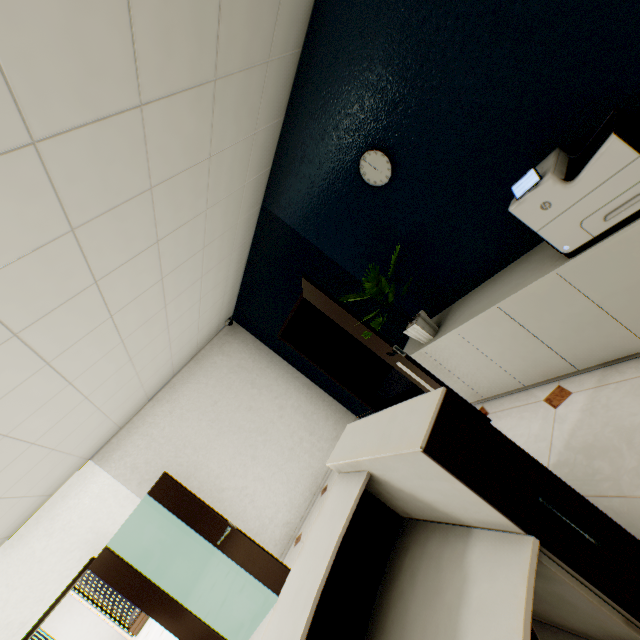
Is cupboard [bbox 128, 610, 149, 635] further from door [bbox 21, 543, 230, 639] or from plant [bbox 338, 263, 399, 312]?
plant [bbox 338, 263, 399, 312]

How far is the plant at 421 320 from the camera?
2.89m

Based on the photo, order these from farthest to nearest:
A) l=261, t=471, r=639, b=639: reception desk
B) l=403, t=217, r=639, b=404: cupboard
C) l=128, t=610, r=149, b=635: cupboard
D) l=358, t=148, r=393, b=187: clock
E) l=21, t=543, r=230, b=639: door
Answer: l=128, t=610, r=149, b=635: cupboard
l=21, t=543, r=230, b=639: door
l=358, t=148, r=393, b=187: clock
l=403, t=217, r=639, b=404: cupboard
l=261, t=471, r=639, b=639: reception desk

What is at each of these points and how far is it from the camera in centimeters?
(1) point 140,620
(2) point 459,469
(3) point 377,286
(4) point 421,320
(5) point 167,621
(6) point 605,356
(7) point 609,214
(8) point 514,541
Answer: (1) cupboard, 1088cm
(2) rolling cabinet, 106cm
(3) plant, 276cm
(4) plant, 291cm
(5) door, 384cm
(6) cupboard, 210cm
(7) printer, 161cm
(8) reception desk, 108cm

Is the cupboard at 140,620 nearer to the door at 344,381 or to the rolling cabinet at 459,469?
the door at 344,381

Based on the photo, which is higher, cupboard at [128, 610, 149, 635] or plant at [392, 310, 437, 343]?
plant at [392, 310, 437, 343]

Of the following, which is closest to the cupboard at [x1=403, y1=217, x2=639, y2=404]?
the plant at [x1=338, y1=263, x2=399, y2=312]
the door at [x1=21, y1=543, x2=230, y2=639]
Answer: the plant at [x1=338, y1=263, x2=399, y2=312]

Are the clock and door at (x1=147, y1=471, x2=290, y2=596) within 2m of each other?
no
